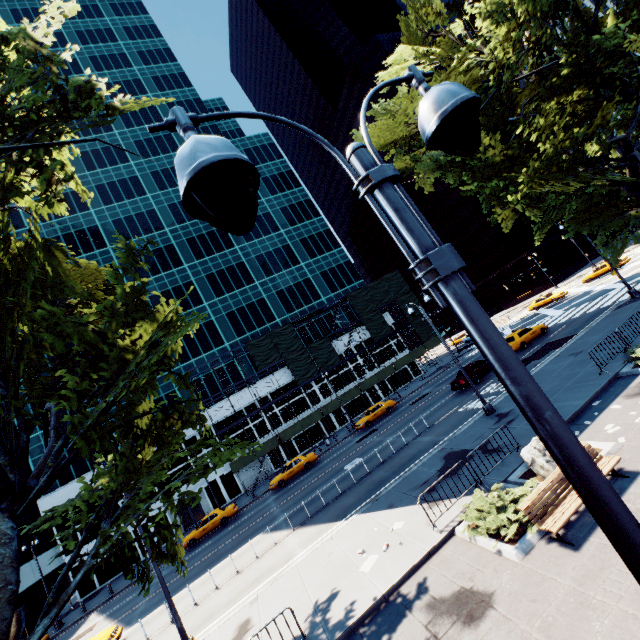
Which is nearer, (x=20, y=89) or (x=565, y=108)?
(x=20, y=89)

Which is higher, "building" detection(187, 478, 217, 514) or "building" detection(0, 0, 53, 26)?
"building" detection(0, 0, 53, 26)

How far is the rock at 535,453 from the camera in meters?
9.4

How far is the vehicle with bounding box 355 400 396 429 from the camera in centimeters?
3422cm

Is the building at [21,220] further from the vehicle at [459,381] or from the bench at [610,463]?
the bench at [610,463]

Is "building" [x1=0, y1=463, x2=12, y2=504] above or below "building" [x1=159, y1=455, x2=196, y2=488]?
above

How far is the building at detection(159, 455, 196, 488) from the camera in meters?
37.1 m

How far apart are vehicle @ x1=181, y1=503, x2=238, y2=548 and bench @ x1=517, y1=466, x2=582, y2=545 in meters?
27.8 m
